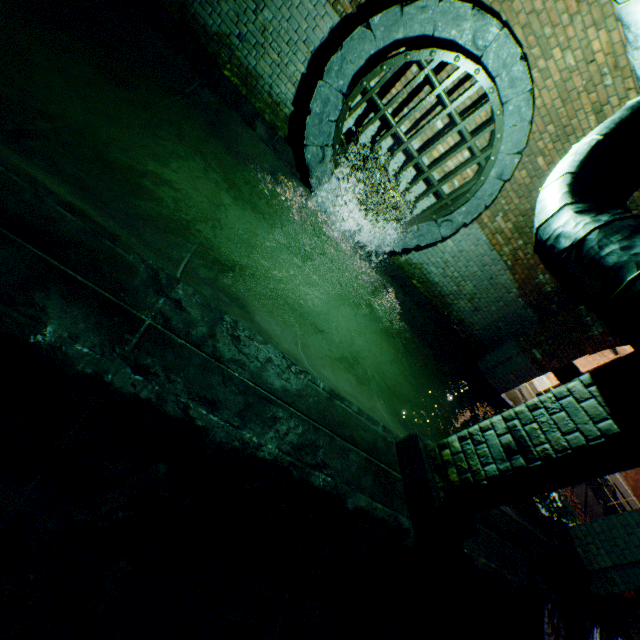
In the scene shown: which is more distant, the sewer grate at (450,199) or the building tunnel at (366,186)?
the building tunnel at (366,186)

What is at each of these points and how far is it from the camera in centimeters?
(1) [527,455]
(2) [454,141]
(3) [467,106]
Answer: (1) support arch, 213cm
(2) building tunnel, 530cm
(3) building tunnel, 496cm

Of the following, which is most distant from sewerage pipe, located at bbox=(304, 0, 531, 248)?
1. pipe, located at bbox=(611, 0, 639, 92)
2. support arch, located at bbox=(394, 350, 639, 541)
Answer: support arch, located at bbox=(394, 350, 639, 541)

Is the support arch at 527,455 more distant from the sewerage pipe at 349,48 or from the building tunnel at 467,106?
the sewerage pipe at 349,48

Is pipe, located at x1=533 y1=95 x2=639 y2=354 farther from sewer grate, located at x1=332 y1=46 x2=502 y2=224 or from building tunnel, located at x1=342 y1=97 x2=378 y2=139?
sewer grate, located at x1=332 y1=46 x2=502 y2=224

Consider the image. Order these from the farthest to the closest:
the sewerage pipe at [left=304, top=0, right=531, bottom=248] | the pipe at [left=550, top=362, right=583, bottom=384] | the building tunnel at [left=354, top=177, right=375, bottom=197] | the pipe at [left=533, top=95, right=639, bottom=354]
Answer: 1. the pipe at [left=550, top=362, right=583, bottom=384]
2. the building tunnel at [left=354, top=177, right=375, bottom=197]
3. the sewerage pipe at [left=304, top=0, right=531, bottom=248]
4. the pipe at [left=533, top=95, right=639, bottom=354]

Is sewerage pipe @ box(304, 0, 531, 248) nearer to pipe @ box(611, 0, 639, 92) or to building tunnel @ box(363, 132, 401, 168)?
building tunnel @ box(363, 132, 401, 168)

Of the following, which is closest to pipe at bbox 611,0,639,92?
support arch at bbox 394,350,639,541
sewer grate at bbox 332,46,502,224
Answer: support arch at bbox 394,350,639,541
